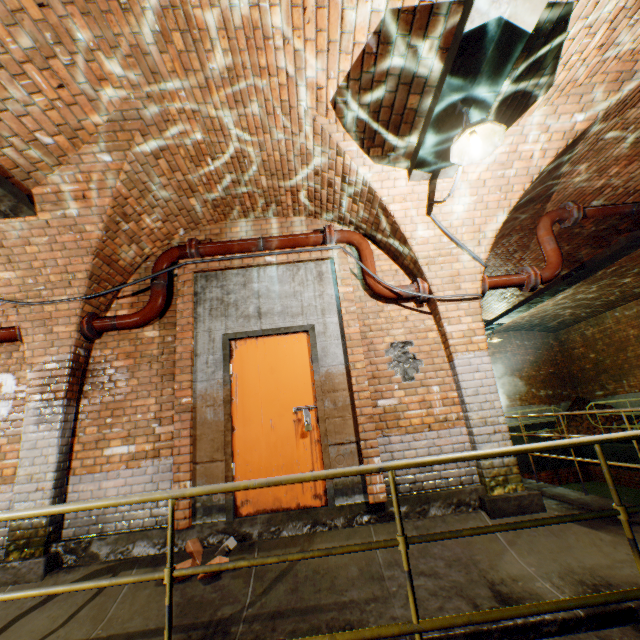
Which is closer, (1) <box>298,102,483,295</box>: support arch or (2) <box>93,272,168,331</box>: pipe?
(1) <box>298,102,483,295</box>: support arch

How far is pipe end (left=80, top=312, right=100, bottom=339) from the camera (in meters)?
4.18

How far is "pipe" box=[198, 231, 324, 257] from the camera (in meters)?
4.66

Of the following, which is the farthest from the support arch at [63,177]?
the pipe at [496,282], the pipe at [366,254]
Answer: the pipe at [496,282]

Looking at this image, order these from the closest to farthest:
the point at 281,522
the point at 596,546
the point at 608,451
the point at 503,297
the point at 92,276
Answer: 1. the point at 596,546
2. the point at 281,522
3. the point at 92,276
4. the point at 503,297
5. the point at 608,451

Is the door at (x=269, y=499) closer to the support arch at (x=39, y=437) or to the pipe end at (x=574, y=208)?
the support arch at (x=39, y=437)

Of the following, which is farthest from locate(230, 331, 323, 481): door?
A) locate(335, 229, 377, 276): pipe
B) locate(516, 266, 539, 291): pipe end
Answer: locate(516, 266, 539, 291): pipe end

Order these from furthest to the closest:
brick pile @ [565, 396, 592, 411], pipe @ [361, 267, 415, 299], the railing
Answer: brick pile @ [565, 396, 592, 411] → pipe @ [361, 267, 415, 299] → the railing
